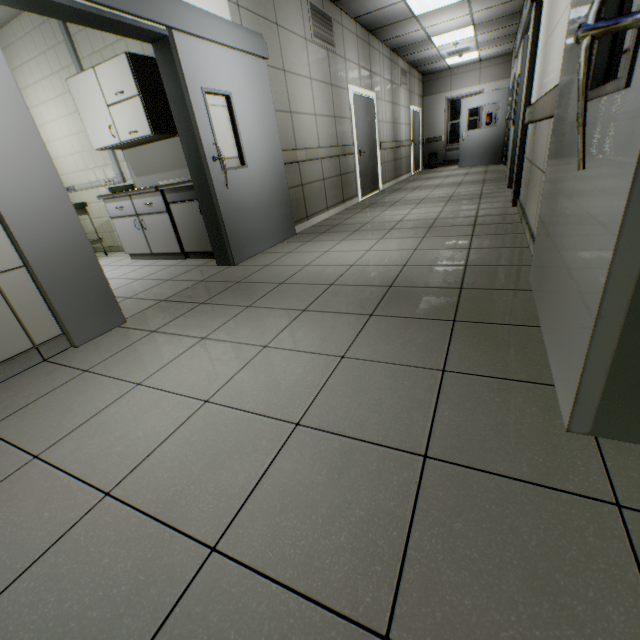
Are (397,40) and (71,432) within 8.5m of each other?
no

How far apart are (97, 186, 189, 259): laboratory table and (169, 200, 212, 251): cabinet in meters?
0.1

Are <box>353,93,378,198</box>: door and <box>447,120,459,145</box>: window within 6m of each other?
no

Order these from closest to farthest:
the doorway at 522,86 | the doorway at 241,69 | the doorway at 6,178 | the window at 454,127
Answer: the doorway at 6,178 → the doorway at 241,69 → the doorway at 522,86 → the window at 454,127

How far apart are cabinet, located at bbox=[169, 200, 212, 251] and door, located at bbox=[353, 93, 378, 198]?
4.4m

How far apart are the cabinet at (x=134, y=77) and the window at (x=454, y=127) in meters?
12.4 m

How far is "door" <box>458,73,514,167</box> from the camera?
9.5m

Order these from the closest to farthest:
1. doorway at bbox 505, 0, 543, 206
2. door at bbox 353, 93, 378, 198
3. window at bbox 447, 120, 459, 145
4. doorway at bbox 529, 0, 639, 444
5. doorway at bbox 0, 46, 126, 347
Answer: doorway at bbox 529, 0, 639, 444, doorway at bbox 0, 46, 126, 347, doorway at bbox 505, 0, 543, 206, door at bbox 353, 93, 378, 198, window at bbox 447, 120, 459, 145
